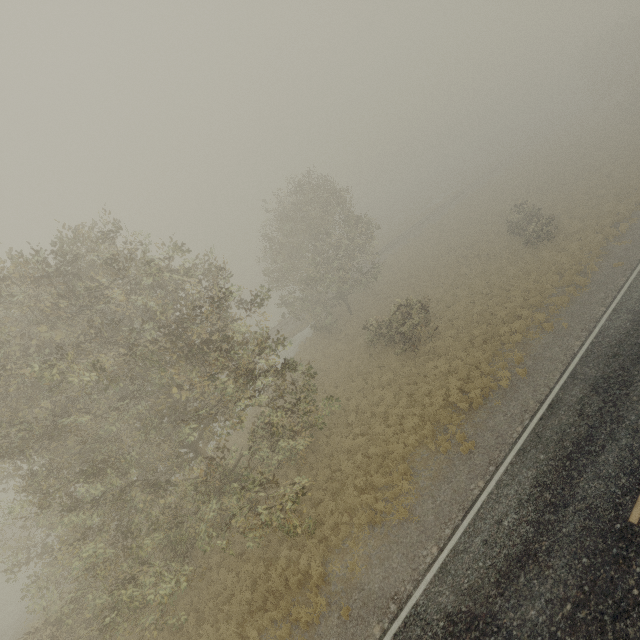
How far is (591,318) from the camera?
16.4 meters
